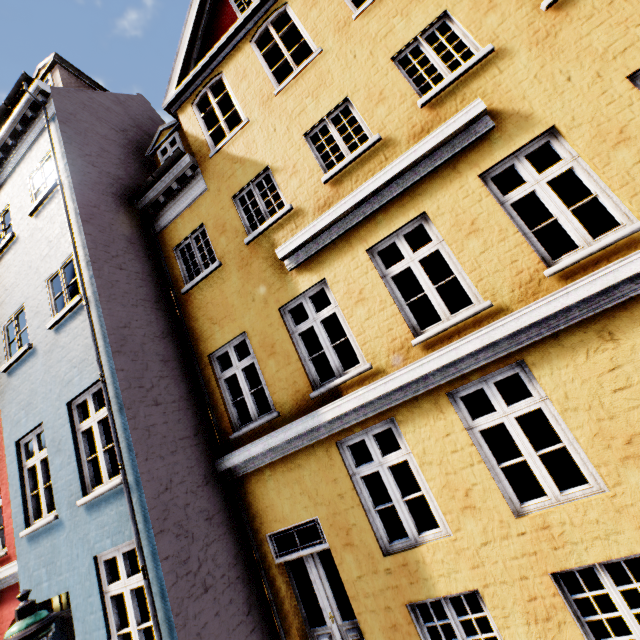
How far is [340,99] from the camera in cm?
609

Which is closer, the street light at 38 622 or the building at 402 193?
the street light at 38 622

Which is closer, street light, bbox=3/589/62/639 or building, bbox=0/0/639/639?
street light, bbox=3/589/62/639
